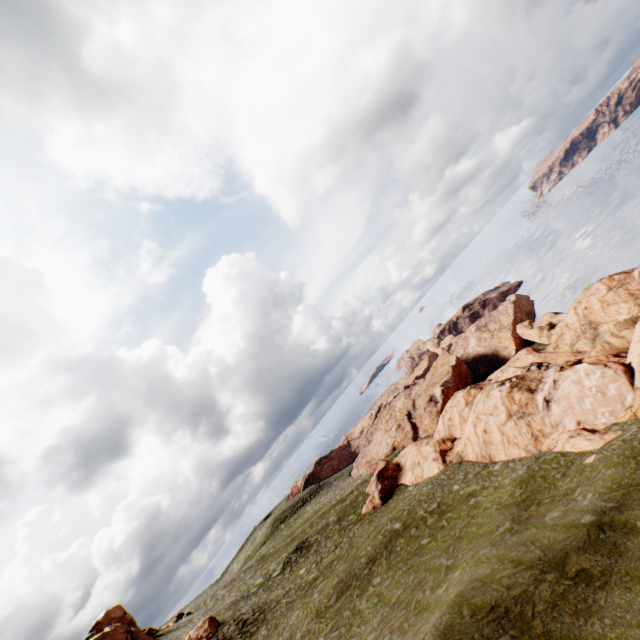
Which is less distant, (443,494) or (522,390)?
(522,390)

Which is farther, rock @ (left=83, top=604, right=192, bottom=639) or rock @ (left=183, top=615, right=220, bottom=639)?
rock @ (left=83, top=604, right=192, bottom=639)

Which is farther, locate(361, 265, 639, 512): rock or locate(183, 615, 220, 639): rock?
locate(183, 615, 220, 639): rock

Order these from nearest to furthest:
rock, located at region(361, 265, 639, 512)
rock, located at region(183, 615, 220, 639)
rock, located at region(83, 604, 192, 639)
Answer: rock, located at region(361, 265, 639, 512), rock, located at region(183, 615, 220, 639), rock, located at region(83, 604, 192, 639)

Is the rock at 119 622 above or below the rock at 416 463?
above

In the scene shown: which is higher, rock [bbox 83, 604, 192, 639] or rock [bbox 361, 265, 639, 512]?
rock [bbox 83, 604, 192, 639]

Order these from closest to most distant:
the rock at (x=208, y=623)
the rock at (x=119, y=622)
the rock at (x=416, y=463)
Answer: the rock at (x=416, y=463) < the rock at (x=208, y=623) < the rock at (x=119, y=622)

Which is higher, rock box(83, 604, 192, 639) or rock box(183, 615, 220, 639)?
rock box(83, 604, 192, 639)
